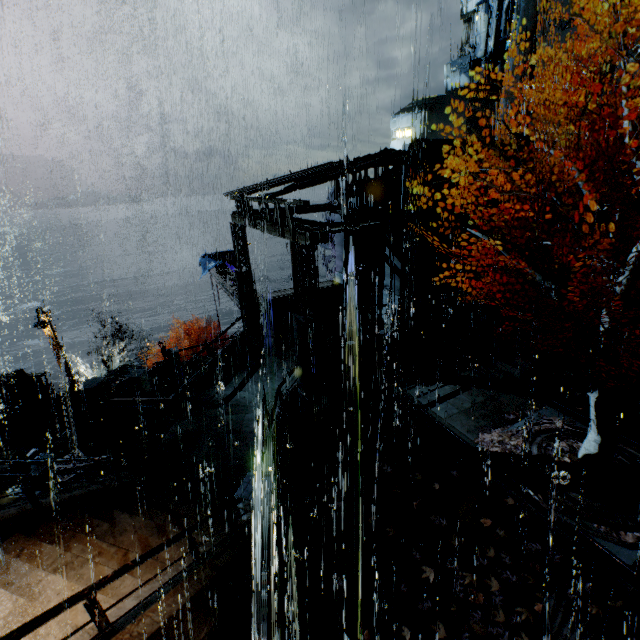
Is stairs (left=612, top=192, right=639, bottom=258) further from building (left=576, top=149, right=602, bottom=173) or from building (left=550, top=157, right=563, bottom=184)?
building (left=550, top=157, right=563, bottom=184)

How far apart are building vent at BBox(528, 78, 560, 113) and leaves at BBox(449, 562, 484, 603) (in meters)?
32.56

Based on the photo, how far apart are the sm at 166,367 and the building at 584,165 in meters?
26.7 m

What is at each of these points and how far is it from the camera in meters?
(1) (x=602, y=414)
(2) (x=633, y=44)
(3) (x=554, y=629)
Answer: (1) tree, 9.2
(2) building, 21.3
(3) pipe, 6.7

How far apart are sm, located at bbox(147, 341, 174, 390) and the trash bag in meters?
4.0 m

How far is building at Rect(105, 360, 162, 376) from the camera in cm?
2214

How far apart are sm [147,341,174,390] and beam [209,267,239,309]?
5.09m

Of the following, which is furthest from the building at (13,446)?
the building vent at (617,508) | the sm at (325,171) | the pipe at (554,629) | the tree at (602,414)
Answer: the building vent at (617,508)
